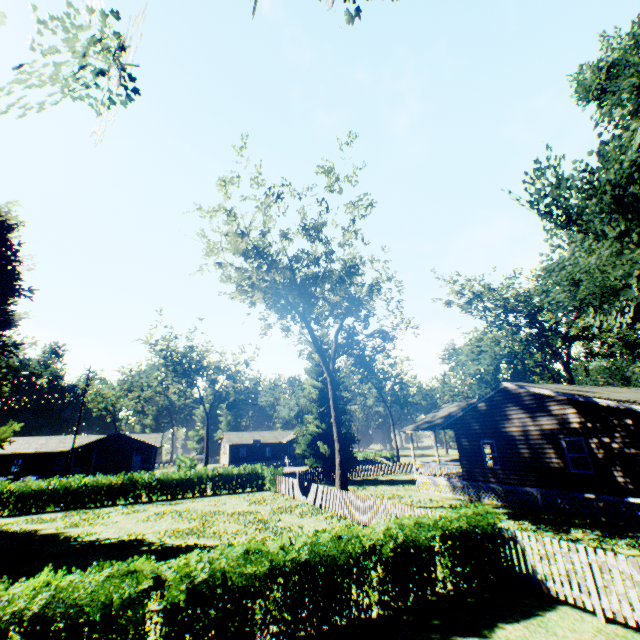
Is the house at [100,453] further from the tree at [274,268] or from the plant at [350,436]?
the tree at [274,268]

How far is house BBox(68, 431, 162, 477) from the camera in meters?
45.8 m

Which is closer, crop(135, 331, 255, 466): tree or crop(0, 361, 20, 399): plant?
crop(0, 361, 20, 399): plant

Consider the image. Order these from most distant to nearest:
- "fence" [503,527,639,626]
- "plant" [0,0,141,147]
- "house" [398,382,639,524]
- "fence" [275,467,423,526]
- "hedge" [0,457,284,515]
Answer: "hedge" [0,457,284,515] < "house" [398,382,639,524] < "fence" [275,467,423,526] < "plant" [0,0,141,147] < "fence" [503,527,639,626]

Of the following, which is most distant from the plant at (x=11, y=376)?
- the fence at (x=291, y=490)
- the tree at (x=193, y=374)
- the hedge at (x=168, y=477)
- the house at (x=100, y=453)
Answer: the house at (x=100, y=453)

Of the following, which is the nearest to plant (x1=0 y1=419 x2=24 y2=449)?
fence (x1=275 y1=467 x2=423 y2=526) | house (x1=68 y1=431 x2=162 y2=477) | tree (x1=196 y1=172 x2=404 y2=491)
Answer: fence (x1=275 y1=467 x2=423 y2=526)

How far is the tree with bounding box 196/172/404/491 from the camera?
20.4m

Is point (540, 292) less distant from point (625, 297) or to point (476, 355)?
point (476, 355)
